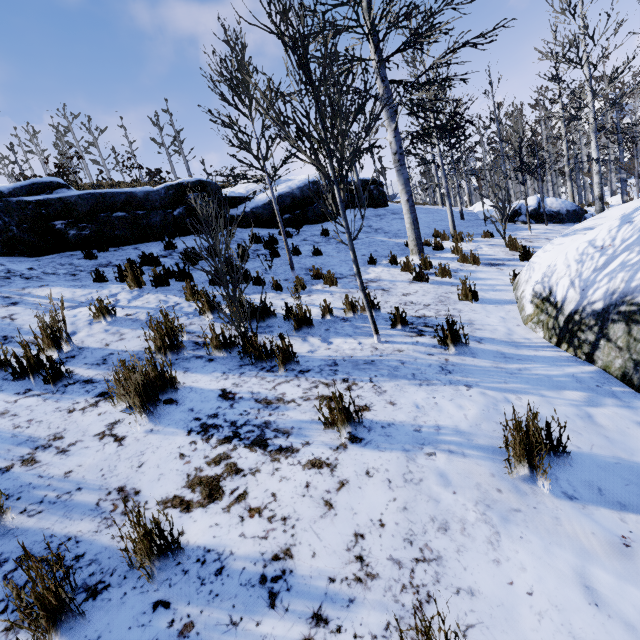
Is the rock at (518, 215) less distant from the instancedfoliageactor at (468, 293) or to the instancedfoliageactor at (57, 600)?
the instancedfoliageactor at (468, 293)

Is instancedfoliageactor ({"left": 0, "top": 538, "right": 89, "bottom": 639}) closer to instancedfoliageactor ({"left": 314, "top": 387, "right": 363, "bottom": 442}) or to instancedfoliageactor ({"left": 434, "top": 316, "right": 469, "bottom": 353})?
instancedfoliageactor ({"left": 314, "top": 387, "right": 363, "bottom": 442})

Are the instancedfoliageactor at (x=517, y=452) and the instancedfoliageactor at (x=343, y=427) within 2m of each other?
yes

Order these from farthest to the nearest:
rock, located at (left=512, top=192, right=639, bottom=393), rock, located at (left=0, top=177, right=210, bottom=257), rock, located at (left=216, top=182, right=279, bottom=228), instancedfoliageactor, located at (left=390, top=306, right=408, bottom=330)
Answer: rock, located at (left=216, top=182, right=279, bottom=228) → rock, located at (left=0, top=177, right=210, bottom=257) → instancedfoliageactor, located at (left=390, top=306, right=408, bottom=330) → rock, located at (left=512, top=192, right=639, bottom=393)

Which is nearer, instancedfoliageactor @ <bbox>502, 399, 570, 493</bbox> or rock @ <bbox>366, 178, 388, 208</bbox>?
instancedfoliageactor @ <bbox>502, 399, 570, 493</bbox>

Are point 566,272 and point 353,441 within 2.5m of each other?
no

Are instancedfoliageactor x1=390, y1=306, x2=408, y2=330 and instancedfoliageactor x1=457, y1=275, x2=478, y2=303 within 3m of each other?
yes

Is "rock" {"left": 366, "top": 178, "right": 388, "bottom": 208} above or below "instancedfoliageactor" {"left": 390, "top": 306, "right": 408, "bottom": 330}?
above
